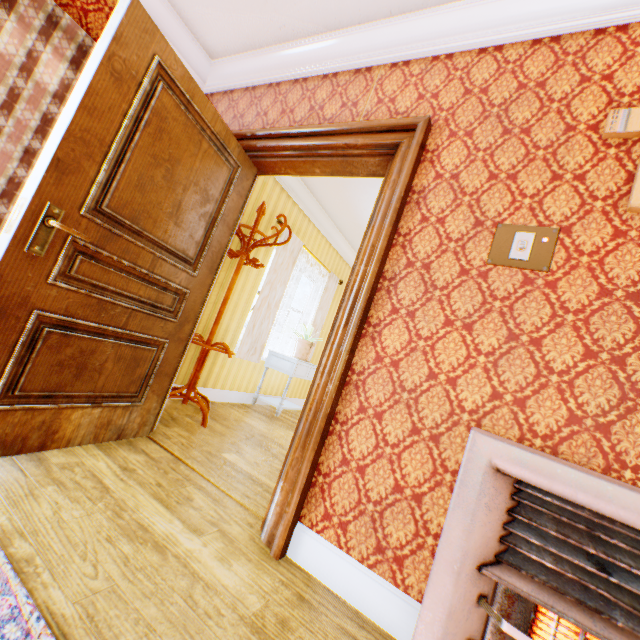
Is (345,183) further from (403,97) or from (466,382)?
(466,382)

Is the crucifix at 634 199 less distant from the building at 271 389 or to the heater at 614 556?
the building at 271 389

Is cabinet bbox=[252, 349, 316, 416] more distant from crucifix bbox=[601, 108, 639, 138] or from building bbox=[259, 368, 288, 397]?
crucifix bbox=[601, 108, 639, 138]

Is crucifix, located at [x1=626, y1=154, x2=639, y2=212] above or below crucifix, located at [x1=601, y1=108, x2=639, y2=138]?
below

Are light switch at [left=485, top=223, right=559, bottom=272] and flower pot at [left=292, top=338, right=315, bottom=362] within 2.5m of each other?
no

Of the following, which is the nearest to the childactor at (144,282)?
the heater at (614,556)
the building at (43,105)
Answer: the building at (43,105)

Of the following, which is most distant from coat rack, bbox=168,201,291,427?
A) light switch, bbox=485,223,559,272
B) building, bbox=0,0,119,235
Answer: light switch, bbox=485,223,559,272

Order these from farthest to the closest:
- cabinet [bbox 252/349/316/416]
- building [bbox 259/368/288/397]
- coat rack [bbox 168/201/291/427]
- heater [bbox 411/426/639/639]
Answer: building [bbox 259/368/288/397] < cabinet [bbox 252/349/316/416] < coat rack [bbox 168/201/291/427] < heater [bbox 411/426/639/639]
